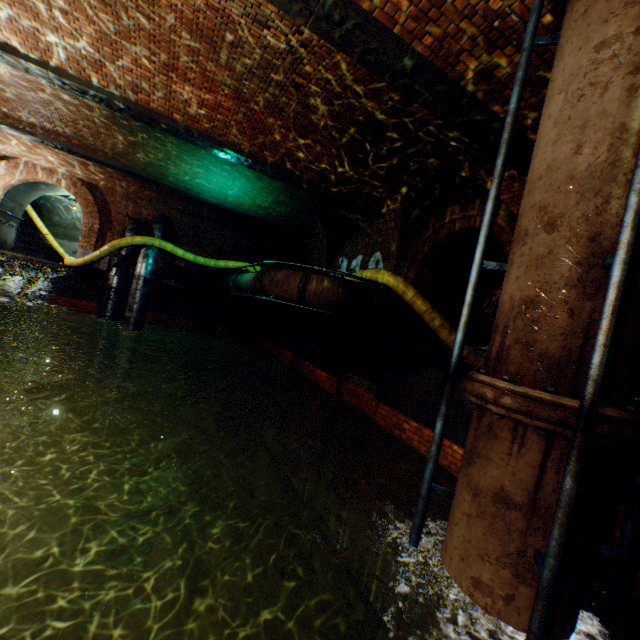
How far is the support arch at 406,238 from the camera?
8.8m

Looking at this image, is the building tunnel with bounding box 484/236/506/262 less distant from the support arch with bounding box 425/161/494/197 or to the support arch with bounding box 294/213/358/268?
the support arch with bounding box 425/161/494/197

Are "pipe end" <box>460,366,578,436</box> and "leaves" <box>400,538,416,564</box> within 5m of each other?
yes

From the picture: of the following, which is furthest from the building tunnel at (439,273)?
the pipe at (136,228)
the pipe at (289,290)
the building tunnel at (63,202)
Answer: the building tunnel at (63,202)

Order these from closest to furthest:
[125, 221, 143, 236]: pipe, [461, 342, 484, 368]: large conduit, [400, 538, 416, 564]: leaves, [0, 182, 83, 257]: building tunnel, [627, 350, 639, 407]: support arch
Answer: [400, 538, 416, 564]: leaves < [461, 342, 484, 368]: large conduit < [627, 350, 639, 407]: support arch < [125, 221, 143, 236]: pipe < [0, 182, 83, 257]: building tunnel

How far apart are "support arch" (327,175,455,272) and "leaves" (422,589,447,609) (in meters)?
8.17

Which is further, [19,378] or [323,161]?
[19,378]

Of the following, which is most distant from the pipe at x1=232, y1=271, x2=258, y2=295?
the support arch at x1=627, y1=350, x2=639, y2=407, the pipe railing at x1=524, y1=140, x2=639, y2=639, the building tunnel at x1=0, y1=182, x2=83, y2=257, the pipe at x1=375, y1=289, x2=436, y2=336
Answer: the pipe railing at x1=524, y1=140, x2=639, y2=639
